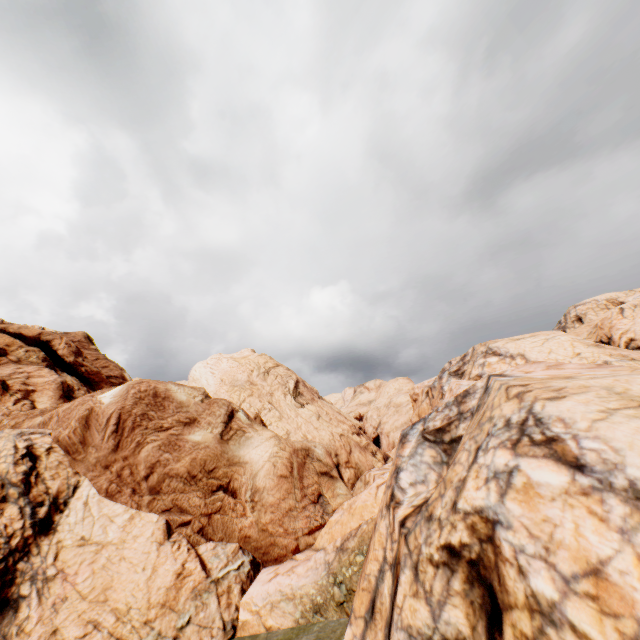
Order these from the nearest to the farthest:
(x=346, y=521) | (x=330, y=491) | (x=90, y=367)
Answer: (x=346, y=521) < (x=330, y=491) < (x=90, y=367)
